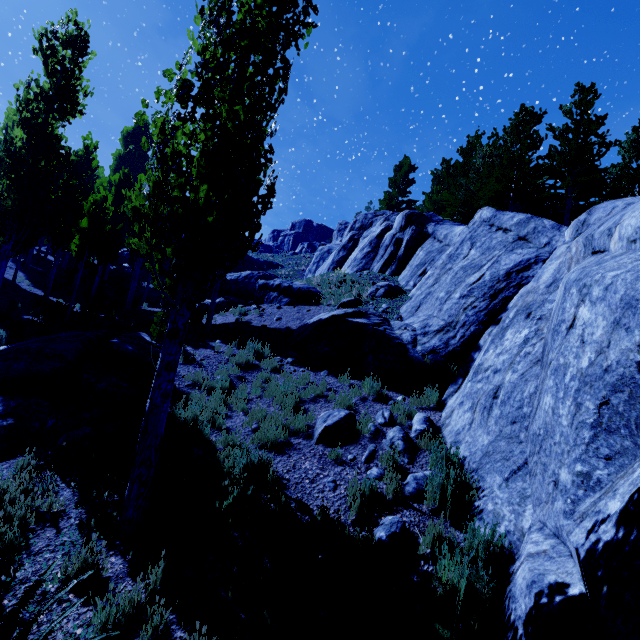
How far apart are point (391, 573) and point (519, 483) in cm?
207

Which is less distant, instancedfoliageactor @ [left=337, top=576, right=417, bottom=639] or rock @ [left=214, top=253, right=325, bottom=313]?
instancedfoliageactor @ [left=337, top=576, right=417, bottom=639]

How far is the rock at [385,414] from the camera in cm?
691

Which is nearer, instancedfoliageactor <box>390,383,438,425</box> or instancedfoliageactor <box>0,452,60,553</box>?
instancedfoliageactor <box>0,452,60,553</box>
